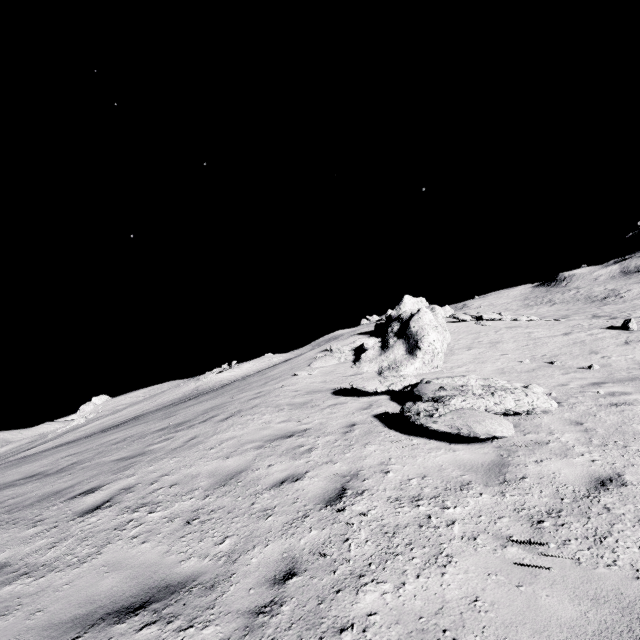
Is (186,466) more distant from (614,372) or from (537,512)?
(614,372)
